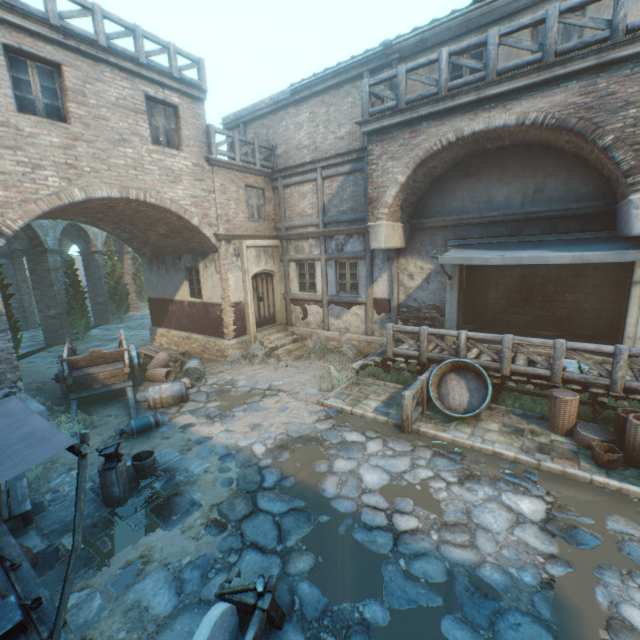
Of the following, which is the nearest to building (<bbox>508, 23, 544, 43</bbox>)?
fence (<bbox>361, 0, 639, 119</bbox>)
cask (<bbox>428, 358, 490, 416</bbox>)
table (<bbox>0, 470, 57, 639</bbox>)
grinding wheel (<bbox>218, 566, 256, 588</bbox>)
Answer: fence (<bbox>361, 0, 639, 119</bbox>)

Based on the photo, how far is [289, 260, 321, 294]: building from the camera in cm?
1306

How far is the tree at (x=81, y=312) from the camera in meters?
16.8

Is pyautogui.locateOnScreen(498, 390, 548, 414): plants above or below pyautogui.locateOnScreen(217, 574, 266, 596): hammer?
below

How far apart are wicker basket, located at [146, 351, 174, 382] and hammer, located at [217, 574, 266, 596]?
8.65m

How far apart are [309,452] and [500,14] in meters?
11.6 m

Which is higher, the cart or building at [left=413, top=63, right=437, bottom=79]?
building at [left=413, top=63, right=437, bottom=79]

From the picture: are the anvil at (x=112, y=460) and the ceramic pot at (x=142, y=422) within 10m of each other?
yes
